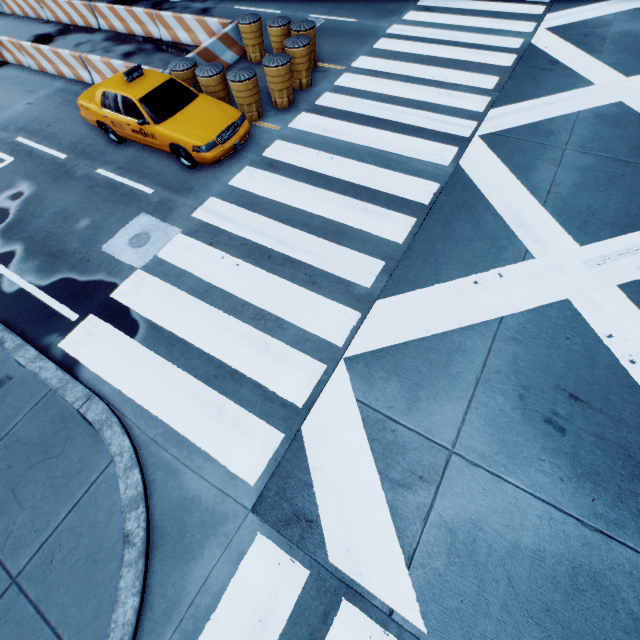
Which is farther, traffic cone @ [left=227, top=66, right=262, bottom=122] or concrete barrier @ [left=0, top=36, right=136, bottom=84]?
concrete barrier @ [left=0, top=36, right=136, bottom=84]

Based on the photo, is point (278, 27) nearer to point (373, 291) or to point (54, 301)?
point (373, 291)

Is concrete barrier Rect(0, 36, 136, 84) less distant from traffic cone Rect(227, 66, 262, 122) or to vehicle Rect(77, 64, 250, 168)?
vehicle Rect(77, 64, 250, 168)

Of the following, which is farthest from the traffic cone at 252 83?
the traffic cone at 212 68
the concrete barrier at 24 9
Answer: the concrete barrier at 24 9

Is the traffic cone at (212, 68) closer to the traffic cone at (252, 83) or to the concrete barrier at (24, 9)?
the traffic cone at (252, 83)

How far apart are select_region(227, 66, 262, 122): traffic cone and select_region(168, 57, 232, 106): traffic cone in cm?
27

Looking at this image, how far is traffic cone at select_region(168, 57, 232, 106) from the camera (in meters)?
8.89
